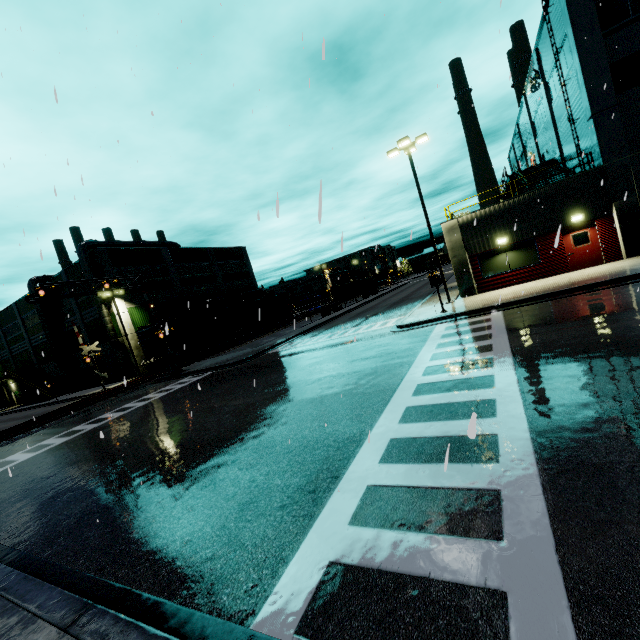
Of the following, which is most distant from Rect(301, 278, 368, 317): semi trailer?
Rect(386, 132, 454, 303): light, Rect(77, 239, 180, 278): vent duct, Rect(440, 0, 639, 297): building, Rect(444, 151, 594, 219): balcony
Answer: Rect(386, 132, 454, 303): light

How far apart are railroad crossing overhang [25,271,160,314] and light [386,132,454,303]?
21.74m

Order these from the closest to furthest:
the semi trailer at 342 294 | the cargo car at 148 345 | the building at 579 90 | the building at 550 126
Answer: the building at 579 90
the building at 550 126
the cargo car at 148 345
the semi trailer at 342 294

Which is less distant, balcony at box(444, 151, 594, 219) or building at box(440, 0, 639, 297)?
building at box(440, 0, 639, 297)

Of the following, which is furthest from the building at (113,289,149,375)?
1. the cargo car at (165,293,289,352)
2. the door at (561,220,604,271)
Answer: the cargo car at (165,293,289,352)

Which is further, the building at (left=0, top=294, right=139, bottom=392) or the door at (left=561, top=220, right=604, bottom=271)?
the building at (left=0, top=294, right=139, bottom=392)

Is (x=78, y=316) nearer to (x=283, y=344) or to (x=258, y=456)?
(x=283, y=344)

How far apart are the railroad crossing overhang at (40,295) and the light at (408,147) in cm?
2174
